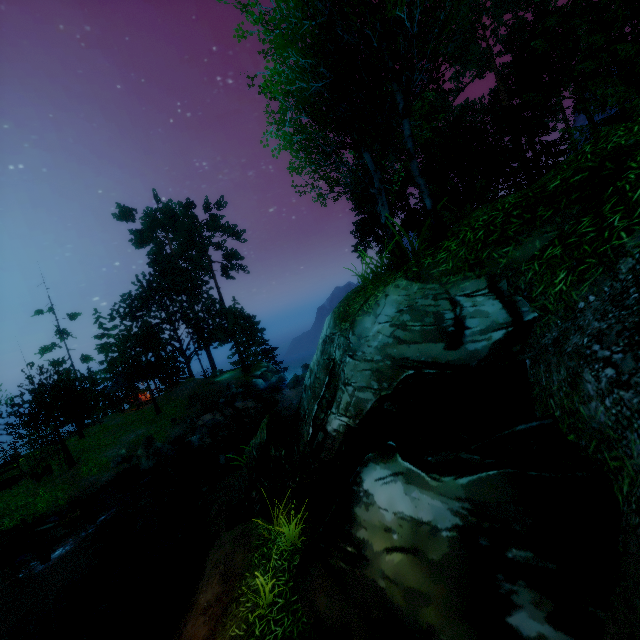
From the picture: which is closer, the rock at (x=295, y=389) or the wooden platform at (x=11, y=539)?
the wooden platform at (x=11, y=539)

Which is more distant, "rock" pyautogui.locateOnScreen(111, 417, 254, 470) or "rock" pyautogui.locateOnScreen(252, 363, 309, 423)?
"rock" pyautogui.locateOnScreen(252, 363, 309, 423)

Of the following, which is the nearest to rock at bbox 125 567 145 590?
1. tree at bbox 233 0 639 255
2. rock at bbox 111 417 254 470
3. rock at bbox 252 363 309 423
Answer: rock at bbox 111 417 254 470

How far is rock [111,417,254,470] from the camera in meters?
18.9

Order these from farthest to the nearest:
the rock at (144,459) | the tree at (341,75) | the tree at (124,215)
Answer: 1. the tree at (124,215)
2. the rock at (144,459)
3. the tree at (341,75)

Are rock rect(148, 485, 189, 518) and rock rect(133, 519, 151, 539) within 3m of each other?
yes

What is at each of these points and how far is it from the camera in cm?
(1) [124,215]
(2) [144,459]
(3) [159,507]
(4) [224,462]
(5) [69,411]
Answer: (1) tree, 3959
(2) rock, 1897
(3) rock, 1552
(4) rock, 1538
(5) tree, 2208

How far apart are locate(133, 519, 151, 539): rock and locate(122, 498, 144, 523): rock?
0.35m
